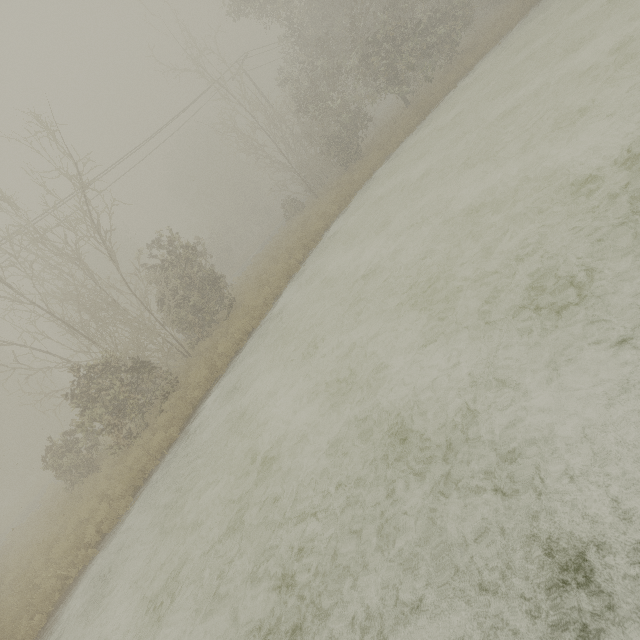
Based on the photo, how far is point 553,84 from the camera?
9.4m
